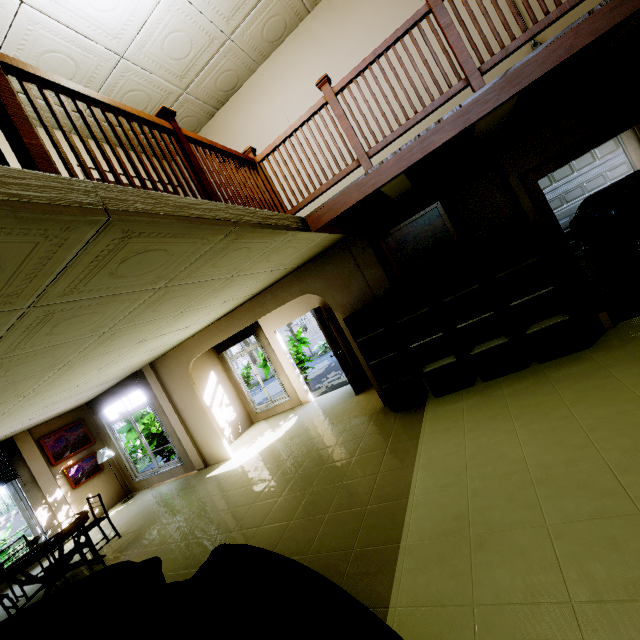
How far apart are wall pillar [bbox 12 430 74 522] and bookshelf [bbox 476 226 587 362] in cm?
1036

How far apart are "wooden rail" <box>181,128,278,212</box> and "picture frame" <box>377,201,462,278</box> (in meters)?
1.47

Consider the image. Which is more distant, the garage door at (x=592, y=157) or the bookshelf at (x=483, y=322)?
the garage door at (x=592, y=157)

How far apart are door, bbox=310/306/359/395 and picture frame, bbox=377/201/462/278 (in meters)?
2.43

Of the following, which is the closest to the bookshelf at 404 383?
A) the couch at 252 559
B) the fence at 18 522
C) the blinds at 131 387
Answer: the couch at 252 559

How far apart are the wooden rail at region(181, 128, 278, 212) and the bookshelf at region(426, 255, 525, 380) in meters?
1.8 m

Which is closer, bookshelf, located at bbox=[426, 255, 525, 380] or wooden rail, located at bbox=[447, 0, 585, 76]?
wooden rail, located at bbox=[447, 0, 585, 76]

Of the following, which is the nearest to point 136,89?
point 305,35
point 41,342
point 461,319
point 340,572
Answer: point 305,35
